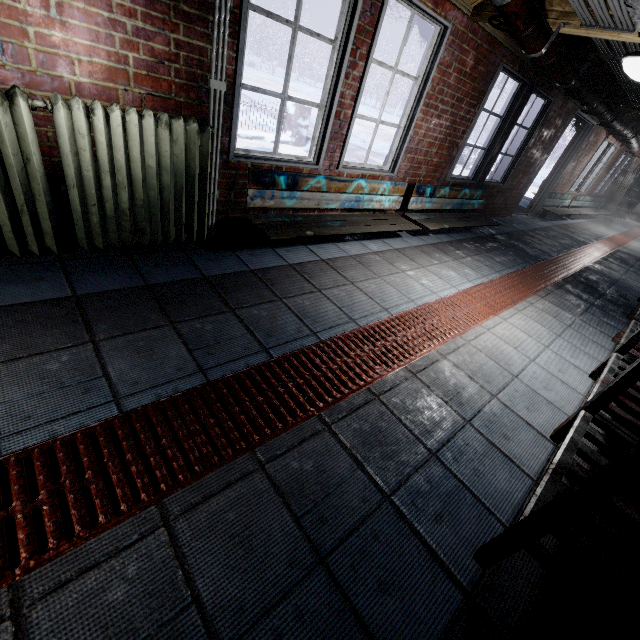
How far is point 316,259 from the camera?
2.8 meters

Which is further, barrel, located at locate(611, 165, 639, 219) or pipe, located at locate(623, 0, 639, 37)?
barrel, located at locate(611, 165, 639, 219)

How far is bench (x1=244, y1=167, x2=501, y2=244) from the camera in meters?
2.5

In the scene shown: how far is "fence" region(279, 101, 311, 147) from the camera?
7.14m

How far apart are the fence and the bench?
4.37m

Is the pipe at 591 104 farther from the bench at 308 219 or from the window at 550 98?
the bench at 308 219

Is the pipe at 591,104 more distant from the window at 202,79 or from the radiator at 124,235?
the radiator at 124,235

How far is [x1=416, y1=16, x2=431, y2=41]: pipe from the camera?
3.1m
